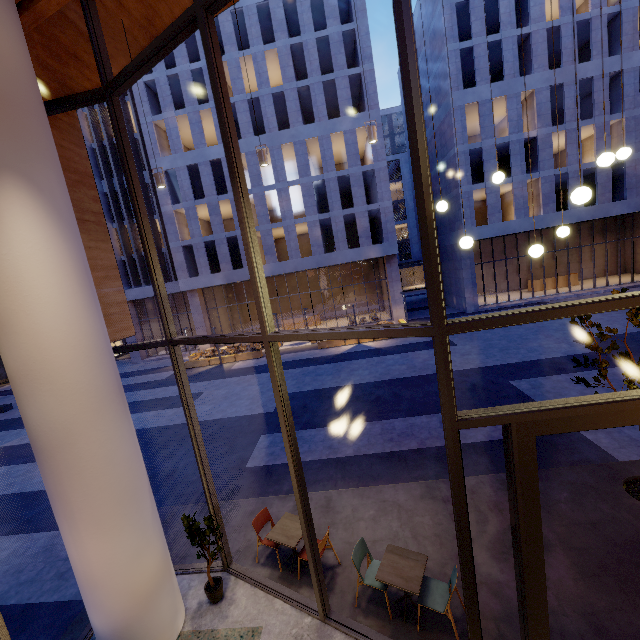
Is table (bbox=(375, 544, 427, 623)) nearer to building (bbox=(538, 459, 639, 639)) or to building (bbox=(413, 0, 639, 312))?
building (bbox=(538, 459, 639, 639))

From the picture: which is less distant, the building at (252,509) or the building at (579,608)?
the building at (579,608)

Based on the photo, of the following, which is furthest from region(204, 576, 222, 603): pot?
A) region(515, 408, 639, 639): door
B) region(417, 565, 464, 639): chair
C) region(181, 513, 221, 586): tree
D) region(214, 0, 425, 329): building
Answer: region(214, 0, 425, 329): building

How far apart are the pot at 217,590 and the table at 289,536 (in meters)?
1.01

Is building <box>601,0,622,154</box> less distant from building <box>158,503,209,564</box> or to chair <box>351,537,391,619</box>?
building <box>158,503,209,564</box>

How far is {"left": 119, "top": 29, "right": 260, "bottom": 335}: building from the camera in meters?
25.6 m

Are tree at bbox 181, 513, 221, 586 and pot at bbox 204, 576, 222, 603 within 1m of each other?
yes

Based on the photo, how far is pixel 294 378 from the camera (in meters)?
18.22
